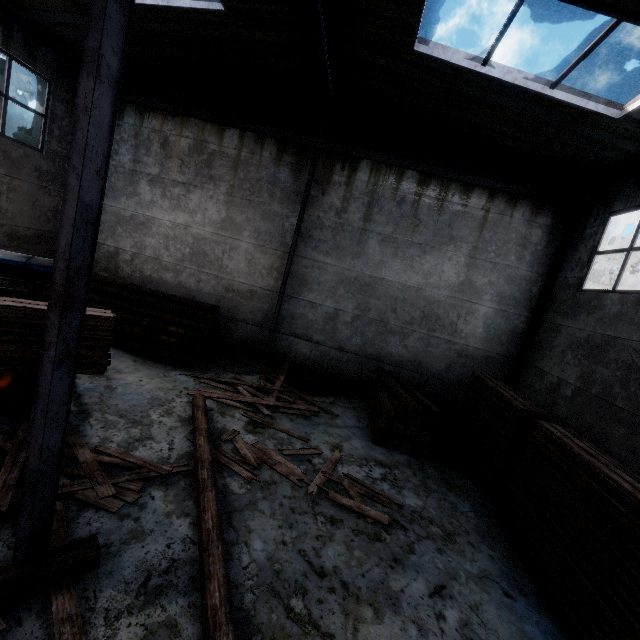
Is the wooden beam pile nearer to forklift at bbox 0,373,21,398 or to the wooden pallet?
forklift at bbox 0,373,21,398

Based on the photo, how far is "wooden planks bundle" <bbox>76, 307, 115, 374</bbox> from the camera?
4.81m

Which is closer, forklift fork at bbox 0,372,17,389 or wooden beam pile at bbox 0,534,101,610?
wooden beam pile at bbox 0,534,101,610

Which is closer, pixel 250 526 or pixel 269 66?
pixel 250 526

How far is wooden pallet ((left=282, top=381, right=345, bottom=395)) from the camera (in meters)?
9.38

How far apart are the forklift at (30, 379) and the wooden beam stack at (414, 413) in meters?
6.4 m

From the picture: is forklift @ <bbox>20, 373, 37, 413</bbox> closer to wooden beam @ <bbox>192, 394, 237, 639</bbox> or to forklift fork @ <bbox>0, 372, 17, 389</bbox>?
forklift fork @ <bbox>0, 372, 17, 389</bbox>

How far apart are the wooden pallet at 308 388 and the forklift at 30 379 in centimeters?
526cm
